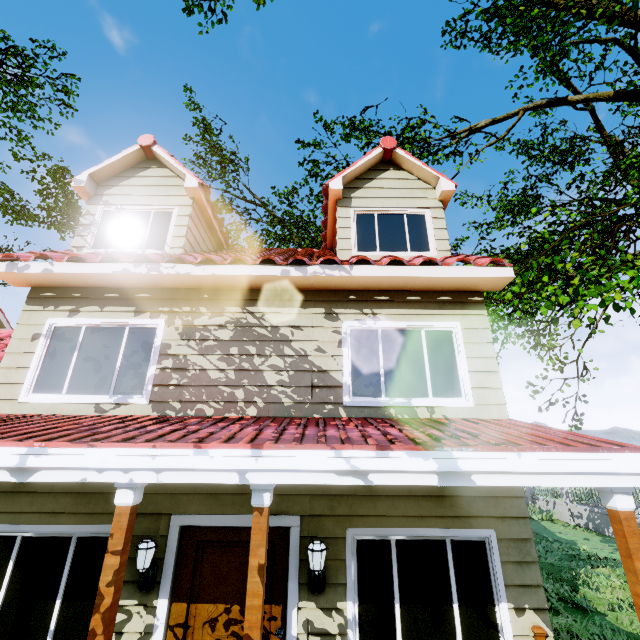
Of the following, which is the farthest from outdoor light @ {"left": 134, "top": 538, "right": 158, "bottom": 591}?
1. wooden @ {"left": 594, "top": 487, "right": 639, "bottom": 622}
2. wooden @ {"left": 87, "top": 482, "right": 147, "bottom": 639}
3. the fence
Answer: wooden @ {"left": 594, "top": 487, "right": 639, "bottom": 622}

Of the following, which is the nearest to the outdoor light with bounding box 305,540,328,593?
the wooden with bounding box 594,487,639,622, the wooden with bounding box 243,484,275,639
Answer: the wooden with bounding box 243,484,275,639

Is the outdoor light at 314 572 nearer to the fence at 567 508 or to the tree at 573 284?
the fence at 567 508

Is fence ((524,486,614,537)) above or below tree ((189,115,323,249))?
below

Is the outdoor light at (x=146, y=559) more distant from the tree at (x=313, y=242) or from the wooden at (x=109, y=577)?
the tree at (x=313, y=242)

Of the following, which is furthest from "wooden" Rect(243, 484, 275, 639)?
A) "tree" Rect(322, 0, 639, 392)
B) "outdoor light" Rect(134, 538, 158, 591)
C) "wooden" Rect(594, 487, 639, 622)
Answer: "tree" Rect(322, 0, 639, 392)

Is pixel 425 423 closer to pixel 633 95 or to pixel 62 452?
pixel 62 452

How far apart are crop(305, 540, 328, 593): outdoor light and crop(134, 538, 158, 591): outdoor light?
1.93m
